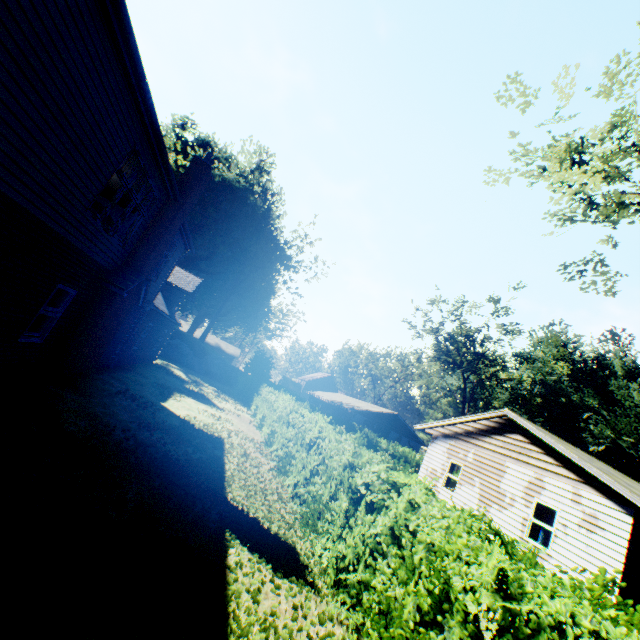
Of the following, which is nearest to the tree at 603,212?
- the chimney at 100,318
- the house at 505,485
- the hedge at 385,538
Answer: the hedge at 385,538

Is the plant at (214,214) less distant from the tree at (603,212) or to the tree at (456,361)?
the tree at (603,212)

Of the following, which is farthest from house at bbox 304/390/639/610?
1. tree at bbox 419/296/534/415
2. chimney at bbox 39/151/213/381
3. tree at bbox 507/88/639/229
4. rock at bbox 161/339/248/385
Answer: rock at bbox 161/339/248/385

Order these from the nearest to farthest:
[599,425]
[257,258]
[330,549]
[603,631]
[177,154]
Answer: [603,631], [330,549], [177,154], [599,425], [257,258]

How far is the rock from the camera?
34.45m

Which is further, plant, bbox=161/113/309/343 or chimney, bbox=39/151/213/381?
plant, bbox=161/113/309/343

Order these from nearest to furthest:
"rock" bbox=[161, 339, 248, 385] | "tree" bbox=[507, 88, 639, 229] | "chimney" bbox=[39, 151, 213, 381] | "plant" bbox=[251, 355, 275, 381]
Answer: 1. "tree" bbox=[507, 88, 639, 229]
2. "chimney" bbox=[39, 151, 213, 381]
3. "rock" bbox=[161, 339, 248, 385]
4. "plant" bbox=[251, 355, 275, 381]

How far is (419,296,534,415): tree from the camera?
38.6 meters
